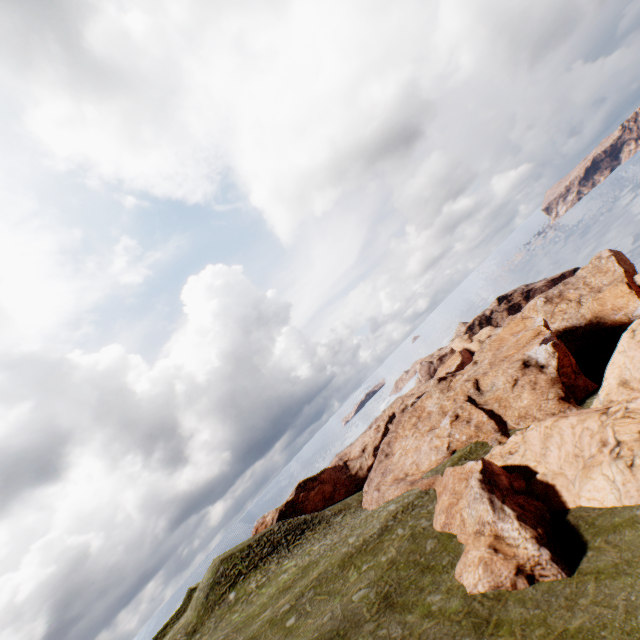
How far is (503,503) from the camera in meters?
18.3

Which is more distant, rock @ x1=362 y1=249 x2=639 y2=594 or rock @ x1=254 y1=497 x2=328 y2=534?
rock @ x1=254 y1=497 x2=328 y2=534

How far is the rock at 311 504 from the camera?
56.47m

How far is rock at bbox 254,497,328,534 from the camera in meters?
56.5

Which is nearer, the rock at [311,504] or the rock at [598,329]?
the rock at [598,329]
